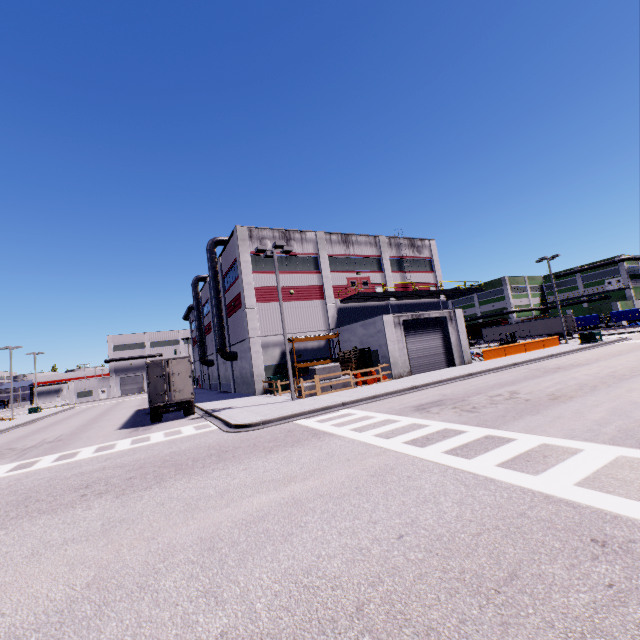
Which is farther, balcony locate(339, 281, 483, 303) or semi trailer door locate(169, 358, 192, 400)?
balcony locate(339, 281, 483, 303)

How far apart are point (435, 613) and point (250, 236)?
28.9 meters

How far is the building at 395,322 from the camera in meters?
26.9 m

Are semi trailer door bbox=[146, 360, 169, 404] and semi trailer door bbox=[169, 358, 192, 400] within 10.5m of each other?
yes

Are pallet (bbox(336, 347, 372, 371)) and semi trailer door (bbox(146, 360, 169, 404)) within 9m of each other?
no

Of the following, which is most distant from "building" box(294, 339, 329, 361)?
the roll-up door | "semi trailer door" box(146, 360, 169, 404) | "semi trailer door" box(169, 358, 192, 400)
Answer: "semi trailer door" box(169, 358, 192, 400)

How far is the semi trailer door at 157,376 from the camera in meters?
19.9 m

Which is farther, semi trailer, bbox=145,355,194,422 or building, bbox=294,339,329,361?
building, bbox=294,339,329,361
